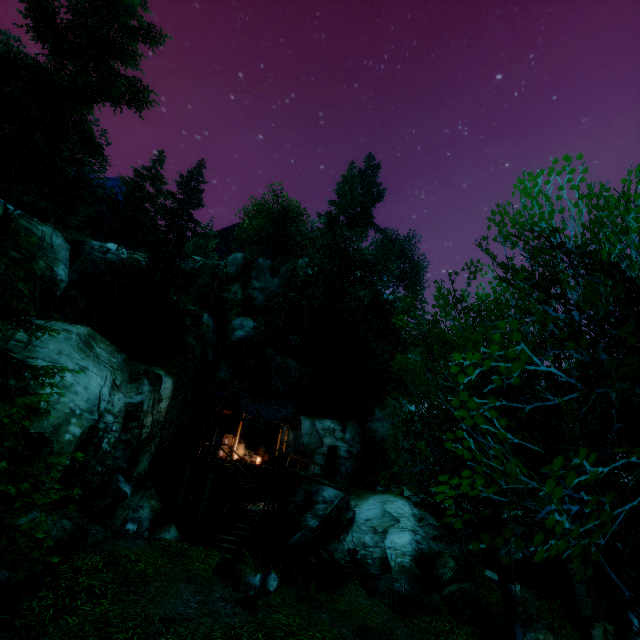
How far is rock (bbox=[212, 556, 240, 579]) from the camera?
10.0 meters

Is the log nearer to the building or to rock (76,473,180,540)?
rock (76,473,180,540)

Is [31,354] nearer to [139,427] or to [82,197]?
[139,427]

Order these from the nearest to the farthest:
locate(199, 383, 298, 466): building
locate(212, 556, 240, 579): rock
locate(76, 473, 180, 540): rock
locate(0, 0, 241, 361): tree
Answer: locate(212, 556, 240, 579): rock
locate(76, 473, 180, 540): rock
locate(0, 0, 241, 361): tree
locate(199, 383, 298, 466): building

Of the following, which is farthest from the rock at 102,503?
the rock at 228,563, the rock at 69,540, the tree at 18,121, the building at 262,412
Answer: the tree at 18,121

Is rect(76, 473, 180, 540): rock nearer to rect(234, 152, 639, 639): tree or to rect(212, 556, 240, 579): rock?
rect(212, 556, 240, 579): rock

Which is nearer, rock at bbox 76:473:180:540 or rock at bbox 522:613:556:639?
rock at bbox 76:473:180:540

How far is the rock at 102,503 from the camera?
13.0m
